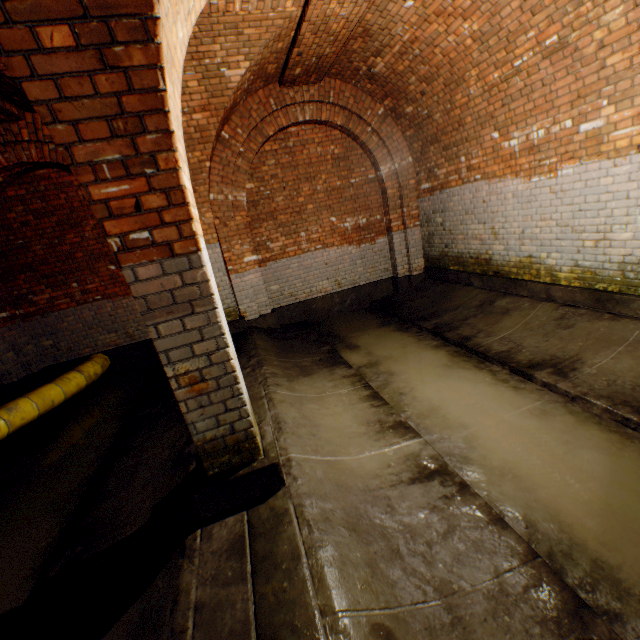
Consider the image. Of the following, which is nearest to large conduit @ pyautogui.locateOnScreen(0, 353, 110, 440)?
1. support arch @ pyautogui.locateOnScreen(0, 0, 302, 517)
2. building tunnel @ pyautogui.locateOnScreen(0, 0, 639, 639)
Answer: building tunnel @ pyautogui.locateOnScreen(0, 0, 639, 639)

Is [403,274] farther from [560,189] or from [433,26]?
[433,26]

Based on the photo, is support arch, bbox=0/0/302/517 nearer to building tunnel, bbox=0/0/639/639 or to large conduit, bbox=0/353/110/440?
building tunnel, bbox=0/0/639/639

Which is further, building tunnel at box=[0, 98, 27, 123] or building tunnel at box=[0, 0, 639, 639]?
building tunnel at box=[0, 98, 27, 123]

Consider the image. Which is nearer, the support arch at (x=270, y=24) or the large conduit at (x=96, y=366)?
the support arch at (x=270, y=24)

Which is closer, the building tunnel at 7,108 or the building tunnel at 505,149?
the building tunnel at 505,149

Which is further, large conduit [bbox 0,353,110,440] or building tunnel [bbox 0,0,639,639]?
large conduit [bbox 0,353,110,440]
